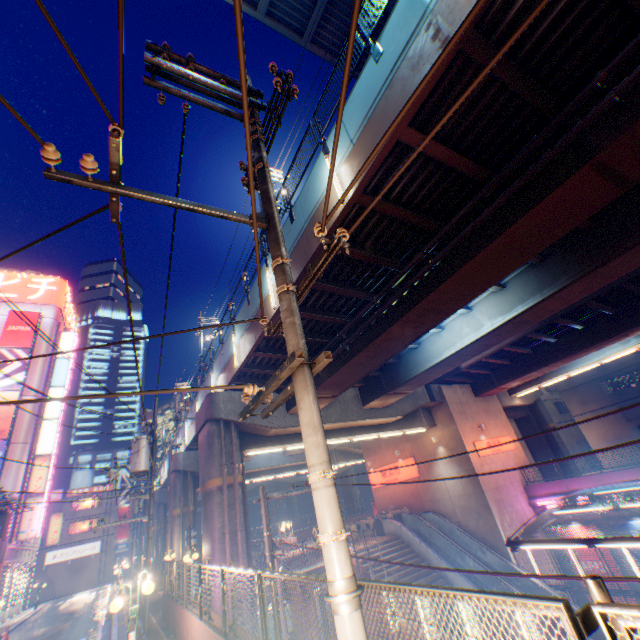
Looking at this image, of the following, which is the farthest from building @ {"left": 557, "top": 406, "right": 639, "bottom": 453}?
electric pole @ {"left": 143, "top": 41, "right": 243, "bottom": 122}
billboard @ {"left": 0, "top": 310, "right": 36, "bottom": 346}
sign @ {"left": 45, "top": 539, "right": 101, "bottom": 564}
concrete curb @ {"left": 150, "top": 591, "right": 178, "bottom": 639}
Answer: sign @ {"left": 45, "top": 539, "right": 101, "bottom": 564}

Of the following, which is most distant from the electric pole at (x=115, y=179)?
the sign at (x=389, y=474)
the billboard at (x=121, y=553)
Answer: the billboard at (x=121, y=553)

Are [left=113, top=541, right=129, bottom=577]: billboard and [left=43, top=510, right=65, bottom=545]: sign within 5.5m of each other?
no

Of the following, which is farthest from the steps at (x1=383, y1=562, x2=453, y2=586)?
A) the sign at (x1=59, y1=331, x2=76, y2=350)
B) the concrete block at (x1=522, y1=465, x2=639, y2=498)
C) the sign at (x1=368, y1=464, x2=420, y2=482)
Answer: the sign at (x1=59, y1=331, x2=76, y2=350)

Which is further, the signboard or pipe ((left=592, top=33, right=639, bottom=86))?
the signboard

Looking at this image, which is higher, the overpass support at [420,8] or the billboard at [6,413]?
the billboard at [6,413]

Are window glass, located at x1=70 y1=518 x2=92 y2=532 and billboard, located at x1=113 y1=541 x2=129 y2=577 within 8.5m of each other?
yes

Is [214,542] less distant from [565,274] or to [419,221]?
[419,221]
